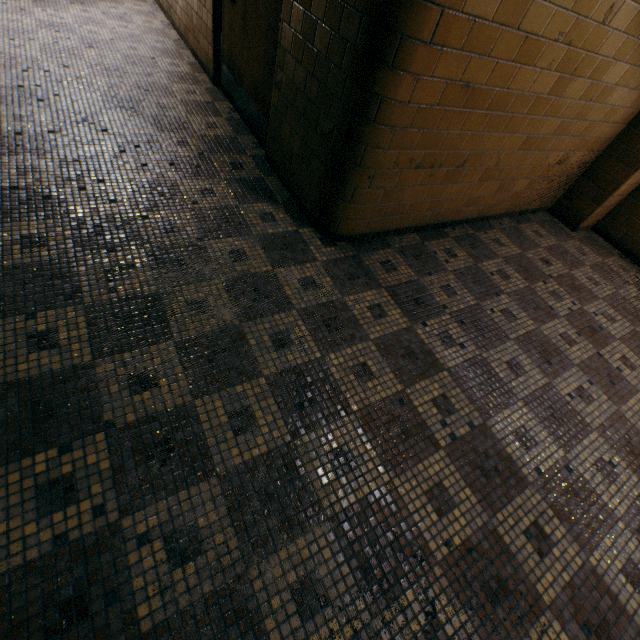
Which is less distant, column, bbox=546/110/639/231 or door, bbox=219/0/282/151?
door, bbox=219/0/282/151

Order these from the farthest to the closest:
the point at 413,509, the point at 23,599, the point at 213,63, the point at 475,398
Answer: the point at 213,63 < the point at 475,398 < the point at 413,509 < the point at 23,599

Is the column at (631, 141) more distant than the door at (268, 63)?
Yes
